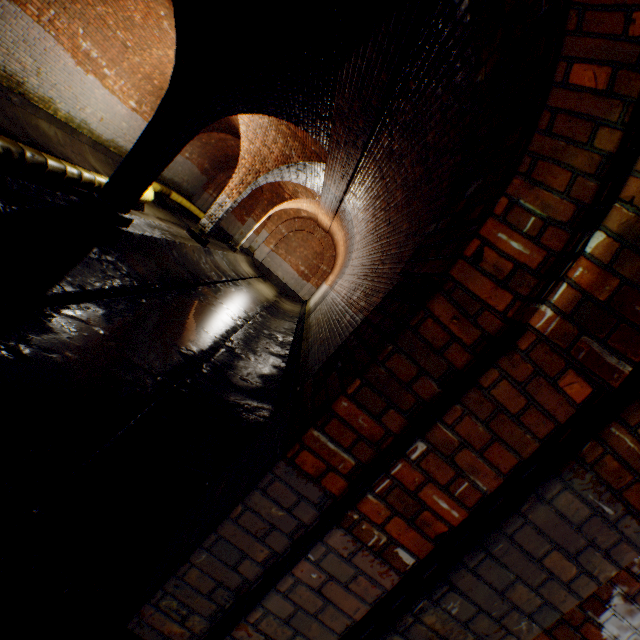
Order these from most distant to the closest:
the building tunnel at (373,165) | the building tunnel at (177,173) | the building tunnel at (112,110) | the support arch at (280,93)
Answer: the building tunnel at (177,173)
the building tunnel at (112,110)
the support arch at (280,93)
the building tunnel at (373,165)

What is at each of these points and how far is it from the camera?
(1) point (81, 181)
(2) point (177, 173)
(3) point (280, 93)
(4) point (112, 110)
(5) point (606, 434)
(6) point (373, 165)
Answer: (1) large conduit, 6.6 meters
(2) building tunnel, 16.6 meters
(3) support arch, 5.9 meters
(4) building tunnel, 10.7 meters
(5) support arch, 1.1 meters
(6) building tunnel, 6.5 meters

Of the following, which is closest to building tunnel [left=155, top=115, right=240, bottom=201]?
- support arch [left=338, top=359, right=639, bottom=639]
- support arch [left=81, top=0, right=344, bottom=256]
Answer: support arch [left=81, top=0, right=344, bottom=256]

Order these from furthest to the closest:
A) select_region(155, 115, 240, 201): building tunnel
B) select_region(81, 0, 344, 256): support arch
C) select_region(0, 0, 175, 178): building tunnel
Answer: select_region(155, 115, 240, 201): building tunnel < select_region(0, 0, 175, 178): building tunnel < select_region(81, 0, 344, 256): support arch

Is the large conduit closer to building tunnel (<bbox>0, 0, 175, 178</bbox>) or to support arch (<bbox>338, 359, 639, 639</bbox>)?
building tunnel (<bbox>0, 0, 175, 178</bbox>)

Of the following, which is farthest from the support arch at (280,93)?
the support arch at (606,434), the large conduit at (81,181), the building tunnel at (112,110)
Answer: the support arch at (606,434)

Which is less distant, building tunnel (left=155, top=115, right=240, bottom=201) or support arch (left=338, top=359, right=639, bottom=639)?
support arch (left=338, top=359, right=639, bottom=639)

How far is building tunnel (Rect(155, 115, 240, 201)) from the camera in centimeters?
1508cm
